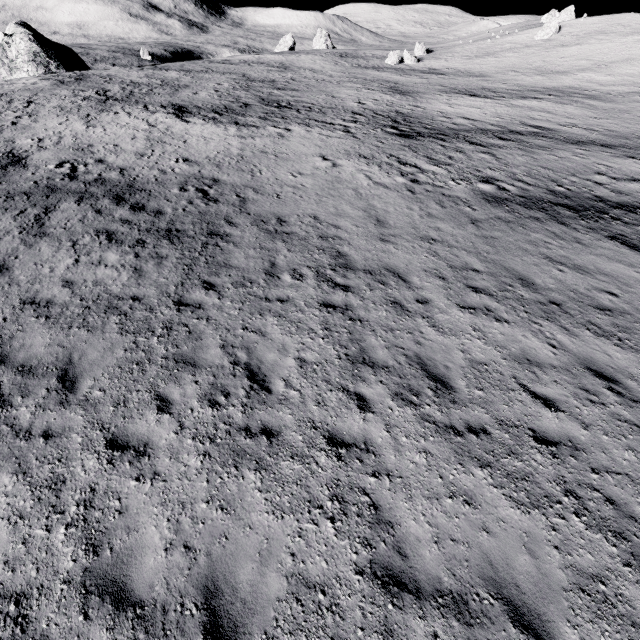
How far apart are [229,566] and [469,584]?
3.50m
